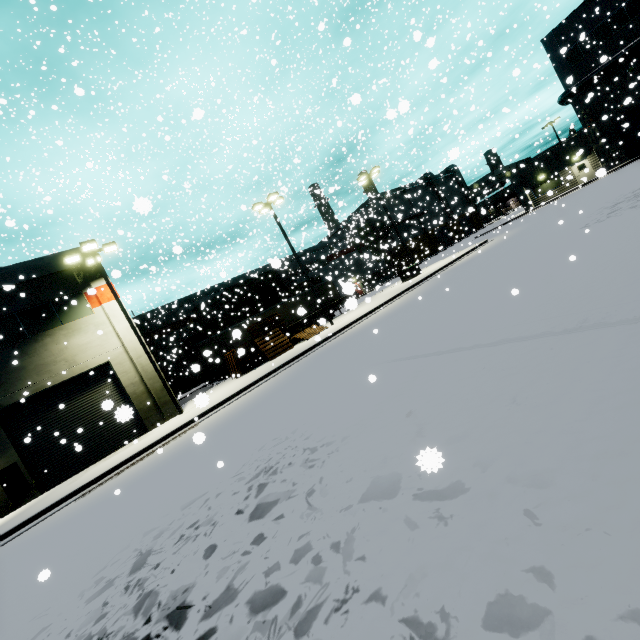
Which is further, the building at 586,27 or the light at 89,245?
the building at 586,27

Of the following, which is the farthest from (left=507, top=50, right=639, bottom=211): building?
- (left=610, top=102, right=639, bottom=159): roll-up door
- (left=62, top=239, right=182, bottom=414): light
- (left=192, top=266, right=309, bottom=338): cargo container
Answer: (left=192, top=266, right=309, bottom=338): cargo container

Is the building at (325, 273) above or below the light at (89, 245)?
below

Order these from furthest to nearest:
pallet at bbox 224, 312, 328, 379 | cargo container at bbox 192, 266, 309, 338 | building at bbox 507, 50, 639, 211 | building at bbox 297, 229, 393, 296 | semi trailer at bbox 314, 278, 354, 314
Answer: building at bbox 297, 229, 393, 296
cargo container at bbox 192, 266, 309, 338
semi trailer at bbox 314, 278, 354, 314
building at bbox 507, 50, 639, 211
pallet at bbox 224, 312, 328, 379

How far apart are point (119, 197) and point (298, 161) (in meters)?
21.56

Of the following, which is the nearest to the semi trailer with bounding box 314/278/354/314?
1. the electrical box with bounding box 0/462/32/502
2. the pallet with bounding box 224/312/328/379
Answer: the pallet with bounding box 224/312/328/379

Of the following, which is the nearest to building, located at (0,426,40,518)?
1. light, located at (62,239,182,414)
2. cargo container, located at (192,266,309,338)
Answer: light, located at (62,239,182,414)

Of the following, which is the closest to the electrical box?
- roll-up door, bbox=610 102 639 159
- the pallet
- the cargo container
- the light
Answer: roll-up door, bbox=610 102 639 159
